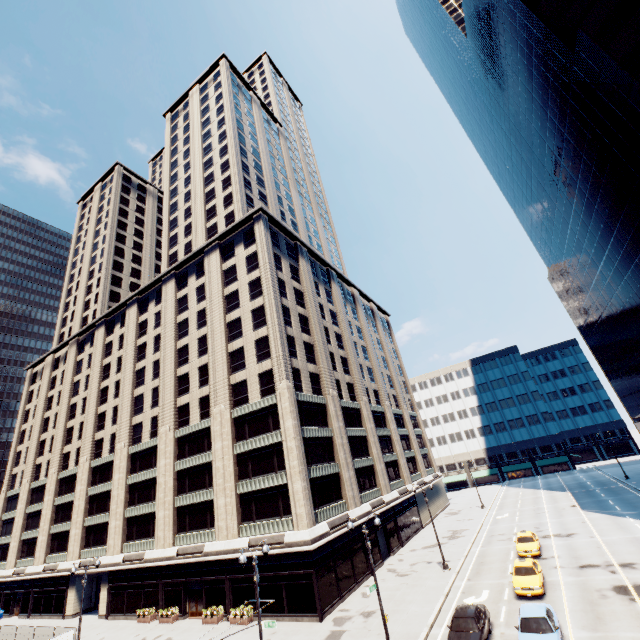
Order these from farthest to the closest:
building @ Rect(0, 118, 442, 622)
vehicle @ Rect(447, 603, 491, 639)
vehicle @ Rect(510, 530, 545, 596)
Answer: building @ Rect(0, 118, 442, 622)
vehicle @ Rect(510, 530, 545, 596)
vehicle @ Rect(447, 603, 491, 639)

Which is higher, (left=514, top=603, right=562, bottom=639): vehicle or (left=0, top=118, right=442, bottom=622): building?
(left=0, top=118, right=442, bottom=622): building

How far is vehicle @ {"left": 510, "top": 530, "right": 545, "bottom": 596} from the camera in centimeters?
2209cm

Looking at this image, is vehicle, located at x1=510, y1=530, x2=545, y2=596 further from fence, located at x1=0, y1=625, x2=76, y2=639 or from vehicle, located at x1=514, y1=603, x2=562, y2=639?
fence, located at x1=0, y1=625, x2=76, y2=639

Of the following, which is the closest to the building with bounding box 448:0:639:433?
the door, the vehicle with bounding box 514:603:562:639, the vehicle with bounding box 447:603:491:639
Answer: the vehicle with bounding box 514:603:562:639

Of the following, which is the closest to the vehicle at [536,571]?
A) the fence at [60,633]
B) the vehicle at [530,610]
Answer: the vehicle at [530,610]

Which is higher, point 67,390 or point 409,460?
point 67,390

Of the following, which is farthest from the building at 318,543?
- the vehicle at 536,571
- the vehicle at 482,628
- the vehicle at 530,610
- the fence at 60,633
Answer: the vehicle at 530,610
